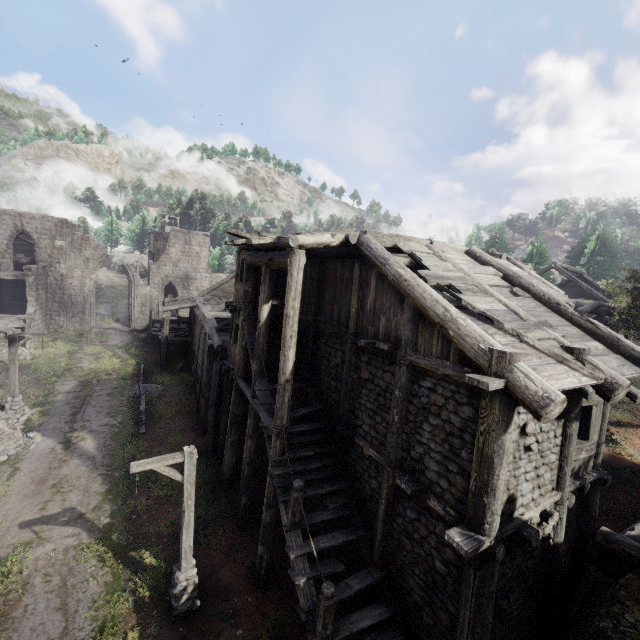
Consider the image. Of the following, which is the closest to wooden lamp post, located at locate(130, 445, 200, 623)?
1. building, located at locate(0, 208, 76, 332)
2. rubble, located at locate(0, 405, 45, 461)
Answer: building, located at locate(0, 208, 76, 332)

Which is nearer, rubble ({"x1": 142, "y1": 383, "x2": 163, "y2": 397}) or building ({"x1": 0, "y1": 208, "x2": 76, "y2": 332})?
rubble ({"x1": 142, "y1": 383, "x2": 163, "y2": 397})

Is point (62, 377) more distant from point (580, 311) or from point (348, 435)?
point (580, 311)

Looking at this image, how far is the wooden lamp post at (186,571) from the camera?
8.20m

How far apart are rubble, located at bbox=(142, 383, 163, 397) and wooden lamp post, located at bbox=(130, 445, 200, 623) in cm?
1284

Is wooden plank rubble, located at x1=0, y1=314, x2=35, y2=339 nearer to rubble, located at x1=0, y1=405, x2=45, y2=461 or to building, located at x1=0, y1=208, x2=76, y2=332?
building, located at x1=0, y1=208, x2=76, y2=332

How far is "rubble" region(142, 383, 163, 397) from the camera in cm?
2127

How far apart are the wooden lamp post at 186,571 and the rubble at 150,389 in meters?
12.8 m
